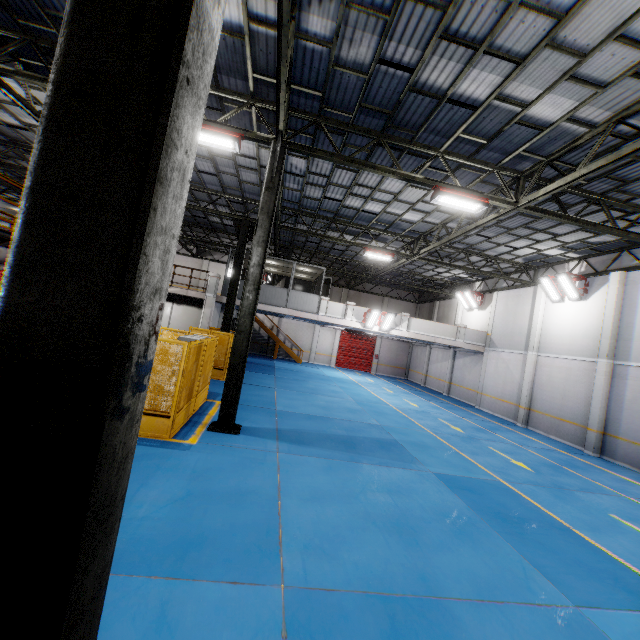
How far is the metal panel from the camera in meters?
7.3 m

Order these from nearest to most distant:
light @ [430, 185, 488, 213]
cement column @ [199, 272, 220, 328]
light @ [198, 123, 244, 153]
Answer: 1. light @ [198, 123, 244, 153]
2. light @ [430, 185, 488, 213]
3. cement column @ [199, 272, 220, 328]

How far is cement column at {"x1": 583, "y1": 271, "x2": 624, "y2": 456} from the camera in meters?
13.6

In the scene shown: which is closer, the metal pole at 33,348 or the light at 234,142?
the metal pole at 33,348

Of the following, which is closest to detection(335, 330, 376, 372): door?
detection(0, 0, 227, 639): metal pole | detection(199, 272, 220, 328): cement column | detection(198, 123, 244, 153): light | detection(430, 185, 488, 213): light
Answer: detection(199, 272, 220, 328): cement column

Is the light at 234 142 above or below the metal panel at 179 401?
above

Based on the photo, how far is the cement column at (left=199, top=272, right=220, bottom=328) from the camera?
18.9 meters

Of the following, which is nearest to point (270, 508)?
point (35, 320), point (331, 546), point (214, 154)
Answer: point (331, 546)
